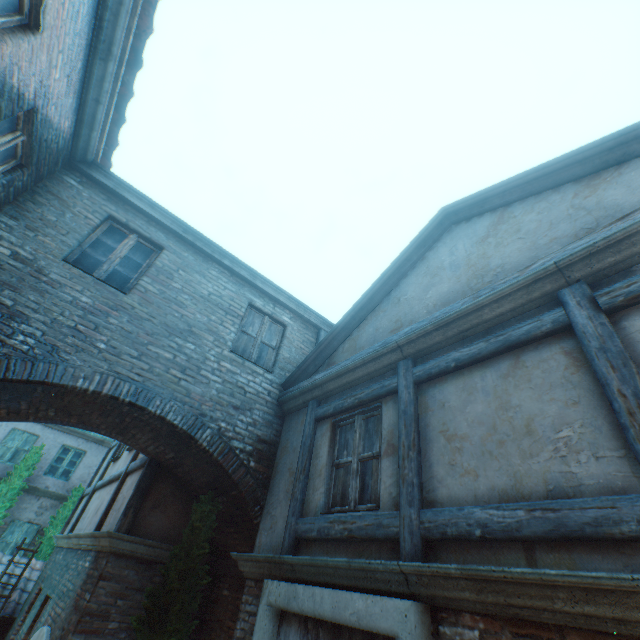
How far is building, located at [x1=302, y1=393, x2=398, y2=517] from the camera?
3.7m

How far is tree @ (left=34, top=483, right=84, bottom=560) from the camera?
12.2 meters

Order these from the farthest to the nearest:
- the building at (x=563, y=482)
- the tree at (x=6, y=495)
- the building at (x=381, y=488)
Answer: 1. the tree at (x=6, y=495)
2. the building at (x=381, y=488)
3. the building at (x=563, y=482)

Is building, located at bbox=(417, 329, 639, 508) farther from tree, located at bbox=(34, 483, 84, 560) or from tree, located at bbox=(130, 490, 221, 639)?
tree, located at bbox=(34, 483, 84, 560)

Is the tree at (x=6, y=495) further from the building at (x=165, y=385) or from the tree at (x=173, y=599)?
the tree at (x=173, y=599)

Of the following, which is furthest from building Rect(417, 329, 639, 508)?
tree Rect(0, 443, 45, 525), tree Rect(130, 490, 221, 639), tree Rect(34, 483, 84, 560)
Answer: tree Rect(0, 443, 45, 525)

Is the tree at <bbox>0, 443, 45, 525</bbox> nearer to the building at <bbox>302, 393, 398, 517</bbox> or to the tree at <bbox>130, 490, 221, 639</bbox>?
the building at <bbox>302, 393, 398, 517</bbox>

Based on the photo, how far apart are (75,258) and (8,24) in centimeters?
293cm
